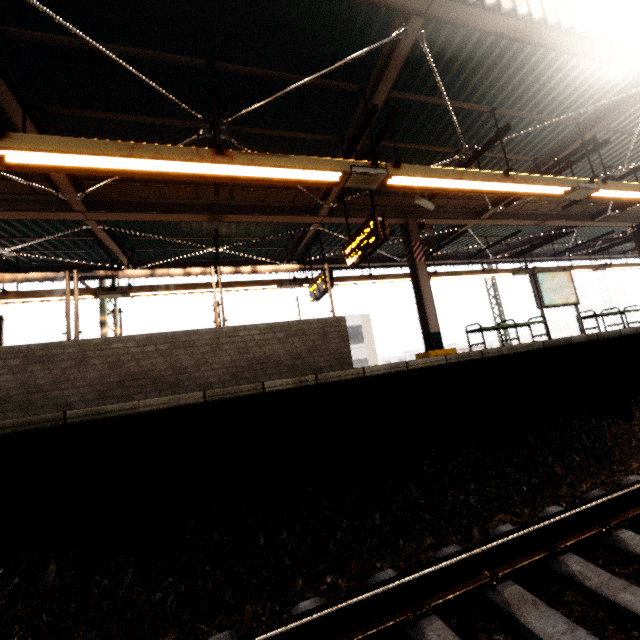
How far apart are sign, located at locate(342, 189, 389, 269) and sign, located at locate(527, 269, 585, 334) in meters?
6.0 m

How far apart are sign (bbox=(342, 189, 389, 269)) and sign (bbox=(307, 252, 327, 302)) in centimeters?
138cm

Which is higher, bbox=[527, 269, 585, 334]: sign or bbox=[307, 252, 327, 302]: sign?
bbox=[307, 252, 327, 302]: sign

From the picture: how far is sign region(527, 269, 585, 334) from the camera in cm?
940

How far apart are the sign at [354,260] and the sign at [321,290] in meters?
1.4 m

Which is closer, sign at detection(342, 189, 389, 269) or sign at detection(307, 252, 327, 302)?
sign at detection(342, 189, 389, 269)

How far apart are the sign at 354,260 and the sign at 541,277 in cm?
602

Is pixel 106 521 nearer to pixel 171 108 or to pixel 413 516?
pixel 413 516
